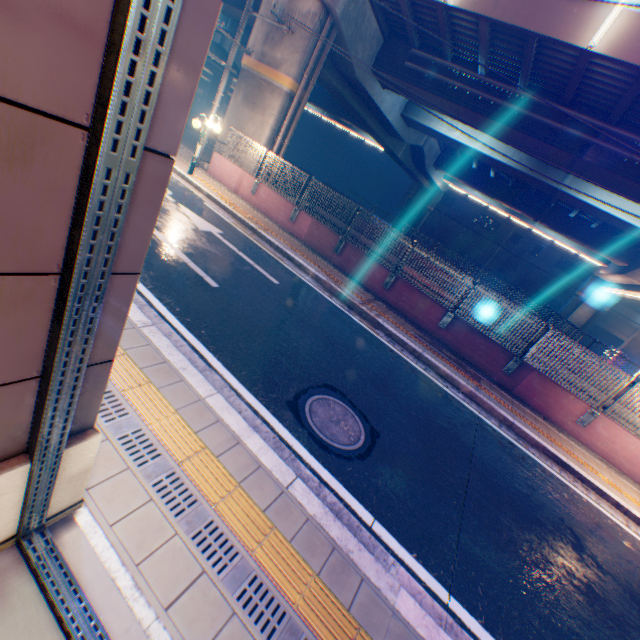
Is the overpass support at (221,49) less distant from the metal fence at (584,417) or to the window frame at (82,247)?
the metal fence at (584,417)

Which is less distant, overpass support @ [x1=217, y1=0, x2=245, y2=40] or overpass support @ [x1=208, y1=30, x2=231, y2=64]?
overpass support @ [x1=217, y1=0, x2=245, y2=40]

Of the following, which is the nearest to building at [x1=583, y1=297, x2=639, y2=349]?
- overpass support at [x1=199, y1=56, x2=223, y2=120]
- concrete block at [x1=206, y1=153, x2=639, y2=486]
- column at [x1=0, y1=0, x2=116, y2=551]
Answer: overpass support at [x1=199, y1=56, x2=223, y2=120]

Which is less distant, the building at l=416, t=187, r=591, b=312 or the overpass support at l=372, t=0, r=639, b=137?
the overpass support at l=372, t=0, r=639, b=137

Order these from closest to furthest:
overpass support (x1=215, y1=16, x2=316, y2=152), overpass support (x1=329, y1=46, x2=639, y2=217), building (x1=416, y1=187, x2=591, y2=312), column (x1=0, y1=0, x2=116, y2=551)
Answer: column (x1=0, y1=0, x2=116, y2=551) < overpass support (x1=215, y1=16, x2=316, y2=152) < overpass support (x1=329, y1=46, x2=639, y2=217) < building (x1=416, y1=187, x2=591, y2=312)

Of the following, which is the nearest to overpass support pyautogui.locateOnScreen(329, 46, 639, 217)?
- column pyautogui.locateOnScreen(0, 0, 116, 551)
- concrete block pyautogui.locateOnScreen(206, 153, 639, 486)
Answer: concrete block pyautogui.locateOnScreen(206, 153, 639, 486)

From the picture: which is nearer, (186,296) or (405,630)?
(405,630)

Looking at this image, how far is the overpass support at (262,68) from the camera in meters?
13.5 m
